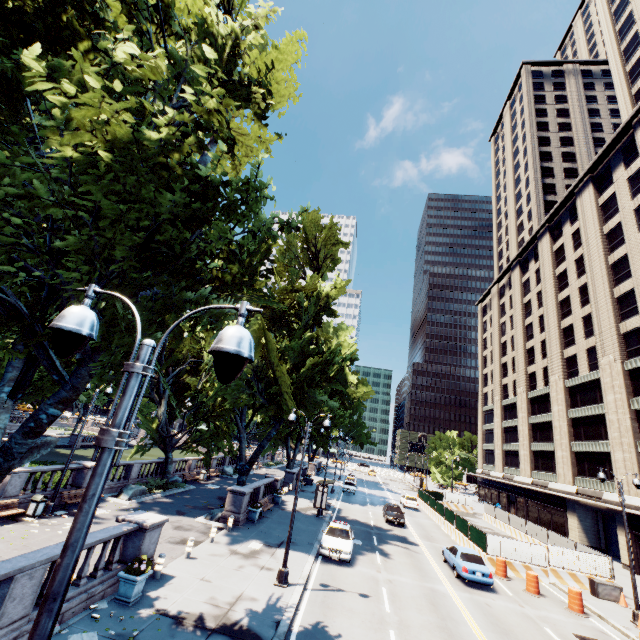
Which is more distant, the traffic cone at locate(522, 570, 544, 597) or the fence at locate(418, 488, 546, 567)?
the fence at locate(418, 488, 546, 567)

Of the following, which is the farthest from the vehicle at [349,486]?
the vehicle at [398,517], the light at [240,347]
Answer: the light at [240,347]

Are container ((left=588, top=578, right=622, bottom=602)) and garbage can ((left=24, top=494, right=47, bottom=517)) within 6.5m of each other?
no

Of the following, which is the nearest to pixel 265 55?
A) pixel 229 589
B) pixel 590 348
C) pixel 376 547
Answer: pixel 229 589

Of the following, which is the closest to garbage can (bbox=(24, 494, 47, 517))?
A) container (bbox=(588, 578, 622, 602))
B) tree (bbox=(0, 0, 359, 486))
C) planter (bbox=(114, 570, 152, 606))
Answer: tree (bbox=(0, 0, 359, 486))

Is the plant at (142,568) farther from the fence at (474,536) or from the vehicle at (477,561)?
the fence at (474,536)

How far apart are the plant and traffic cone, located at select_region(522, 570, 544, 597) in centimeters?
2111cm

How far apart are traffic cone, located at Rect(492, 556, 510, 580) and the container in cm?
476
